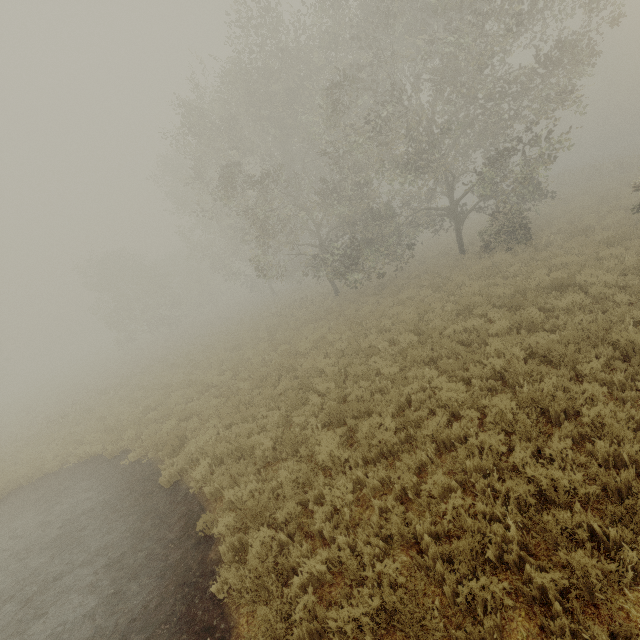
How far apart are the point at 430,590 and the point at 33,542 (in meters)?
10.36
